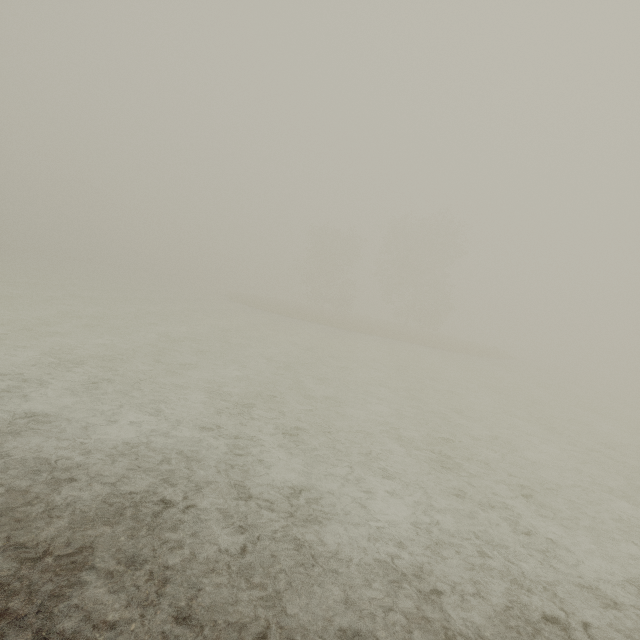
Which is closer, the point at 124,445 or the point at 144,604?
the point at 144,604
